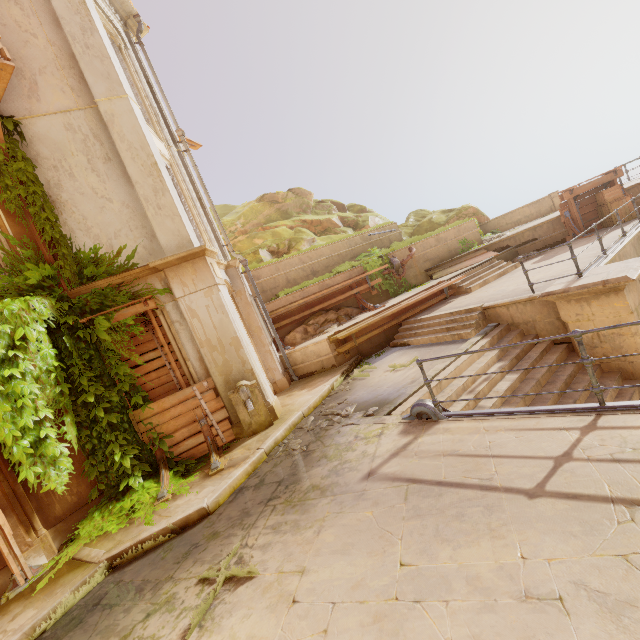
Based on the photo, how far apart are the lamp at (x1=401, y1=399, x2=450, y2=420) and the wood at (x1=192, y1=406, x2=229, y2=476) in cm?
356

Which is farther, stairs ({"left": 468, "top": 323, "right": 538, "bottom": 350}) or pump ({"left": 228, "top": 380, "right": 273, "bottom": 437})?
stairs ({"left": 468, "top": 323, "right": 538, "bottom": 350})

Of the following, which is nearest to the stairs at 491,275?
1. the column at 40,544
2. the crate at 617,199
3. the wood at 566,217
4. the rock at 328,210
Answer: the wood at 566,217

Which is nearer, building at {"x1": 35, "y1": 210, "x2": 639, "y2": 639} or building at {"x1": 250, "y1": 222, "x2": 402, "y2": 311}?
building at {"x1": 35, "y1": 210, "x2": 639, "y2": 639}

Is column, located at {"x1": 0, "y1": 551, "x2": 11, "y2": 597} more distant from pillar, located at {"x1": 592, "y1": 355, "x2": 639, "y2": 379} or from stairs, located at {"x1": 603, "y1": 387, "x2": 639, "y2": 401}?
pillar, located at {"x1": 592, "y1": 355, "x2": 639, "y2": 379}

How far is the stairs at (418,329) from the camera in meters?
8.8

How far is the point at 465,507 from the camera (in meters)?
3.27

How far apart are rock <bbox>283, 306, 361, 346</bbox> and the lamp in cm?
686
